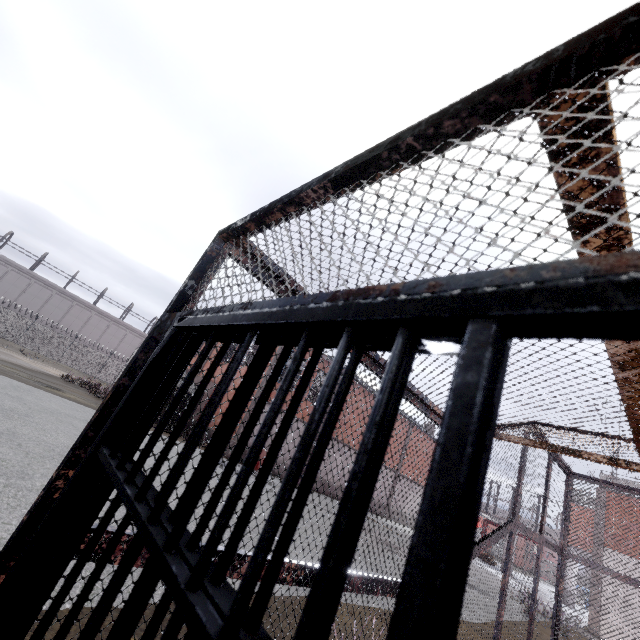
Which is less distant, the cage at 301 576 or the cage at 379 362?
the cage at 301 576

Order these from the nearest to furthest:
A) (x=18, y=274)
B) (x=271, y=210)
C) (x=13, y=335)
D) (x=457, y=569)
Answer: (x=457, y=569) → (x=271, y=210) → (x=13, y=335) → (x=18, y=274)

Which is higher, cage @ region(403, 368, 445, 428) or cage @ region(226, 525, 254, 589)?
cage @ region(403, 368, 445, 428)

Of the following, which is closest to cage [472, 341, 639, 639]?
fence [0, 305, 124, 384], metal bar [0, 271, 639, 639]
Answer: metal bar [0, 271, 639, 639]

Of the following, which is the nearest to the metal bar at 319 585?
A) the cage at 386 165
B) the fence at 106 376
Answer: the cage at 386 165

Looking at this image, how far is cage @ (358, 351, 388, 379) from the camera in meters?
2.5
